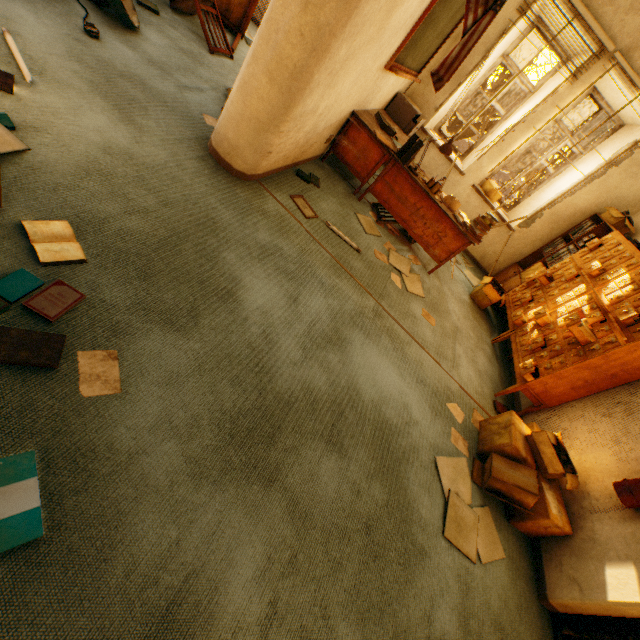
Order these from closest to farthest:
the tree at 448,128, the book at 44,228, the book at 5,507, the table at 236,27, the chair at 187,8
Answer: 1. the book at 5,507
2. the book at 44,228
3. the chair at 187,8
4. the table at 236,27
5. the tree at 448,128

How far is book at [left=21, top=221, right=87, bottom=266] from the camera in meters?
1.5

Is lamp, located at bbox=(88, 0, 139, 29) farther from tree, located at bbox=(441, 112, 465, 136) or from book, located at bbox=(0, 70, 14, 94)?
tree, located at bbox=(441, 112, 465, 136)

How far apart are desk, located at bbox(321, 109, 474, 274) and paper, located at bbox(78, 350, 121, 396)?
3.6m

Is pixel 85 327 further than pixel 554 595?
No

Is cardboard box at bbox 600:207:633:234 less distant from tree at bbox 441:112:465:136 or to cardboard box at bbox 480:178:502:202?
cardboard box at bbox 480:178:502:202

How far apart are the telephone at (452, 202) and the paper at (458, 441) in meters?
2.8

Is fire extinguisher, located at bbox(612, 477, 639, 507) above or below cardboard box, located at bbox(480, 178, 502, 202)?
below
